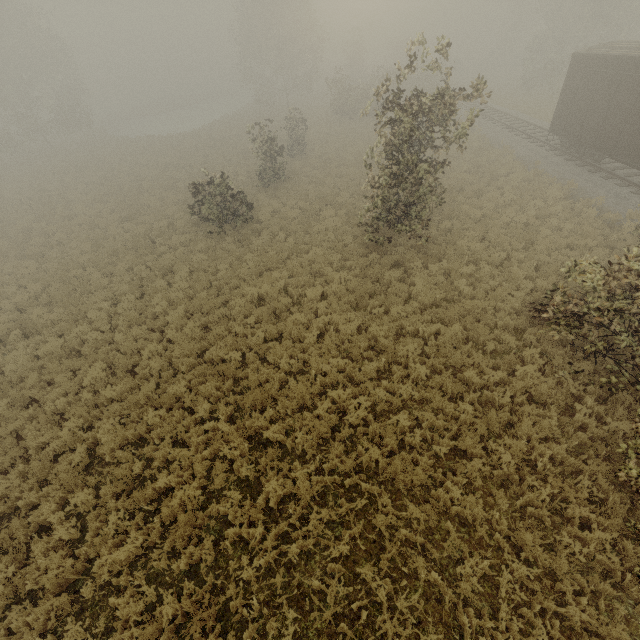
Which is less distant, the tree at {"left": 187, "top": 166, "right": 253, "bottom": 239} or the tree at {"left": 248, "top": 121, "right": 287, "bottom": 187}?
the tree at {"left": 187, "top": 166, "right": 253, "bottom": 239}

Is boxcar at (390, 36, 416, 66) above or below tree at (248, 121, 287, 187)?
above

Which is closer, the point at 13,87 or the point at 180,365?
the point at 180,365

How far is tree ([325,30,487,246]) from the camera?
10.0 meters

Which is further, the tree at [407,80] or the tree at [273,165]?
the tree at [273,165]

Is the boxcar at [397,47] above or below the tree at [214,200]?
above

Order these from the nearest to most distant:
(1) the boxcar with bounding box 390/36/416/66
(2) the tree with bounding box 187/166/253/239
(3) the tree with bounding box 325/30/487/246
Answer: (3) the tree with bounding box 325/30/487/246 → (2) the tree with bounding box 187/166/253/239 → (1) the boxcar with bounding box 390/36/416/66
